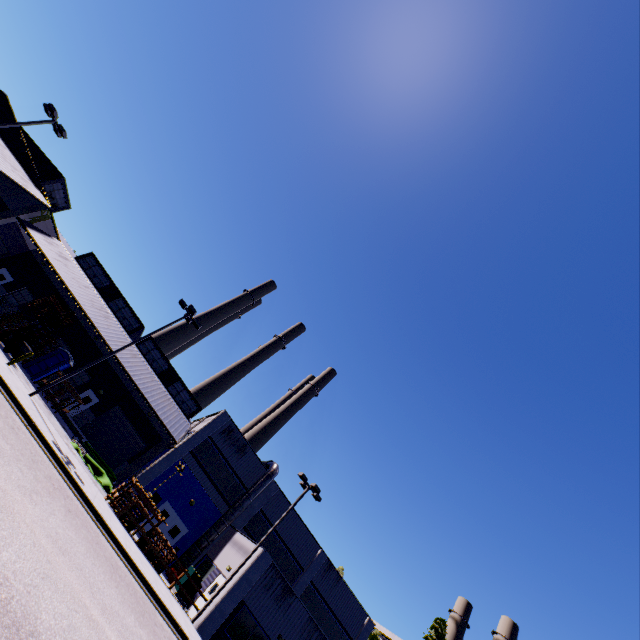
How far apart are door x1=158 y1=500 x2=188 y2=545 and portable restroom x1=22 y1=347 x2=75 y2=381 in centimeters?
1372cm

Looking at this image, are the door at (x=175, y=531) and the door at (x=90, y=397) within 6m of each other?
no

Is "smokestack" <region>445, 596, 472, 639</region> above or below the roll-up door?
above

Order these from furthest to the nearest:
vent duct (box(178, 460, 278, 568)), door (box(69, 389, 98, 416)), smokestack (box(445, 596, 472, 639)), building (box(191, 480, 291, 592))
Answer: smokestack (box(445, 596, 472, 639)) < door (box(69, 389, 98, 416)) < vent duct (box(178, 460, 278, 568)) < building (box(191, 480, 291, 592))

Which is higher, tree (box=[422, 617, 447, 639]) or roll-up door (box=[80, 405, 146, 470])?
tree (box=[422, 617, 447, 639])

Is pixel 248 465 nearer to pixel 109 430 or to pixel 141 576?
pixel 109 430

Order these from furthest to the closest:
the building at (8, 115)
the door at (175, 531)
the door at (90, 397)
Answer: the door at (90, 397) < the building at (8, 115) < the door at (175, 531)

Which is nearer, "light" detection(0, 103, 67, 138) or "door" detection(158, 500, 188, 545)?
"light" detection(0, 103, 67, 138)
